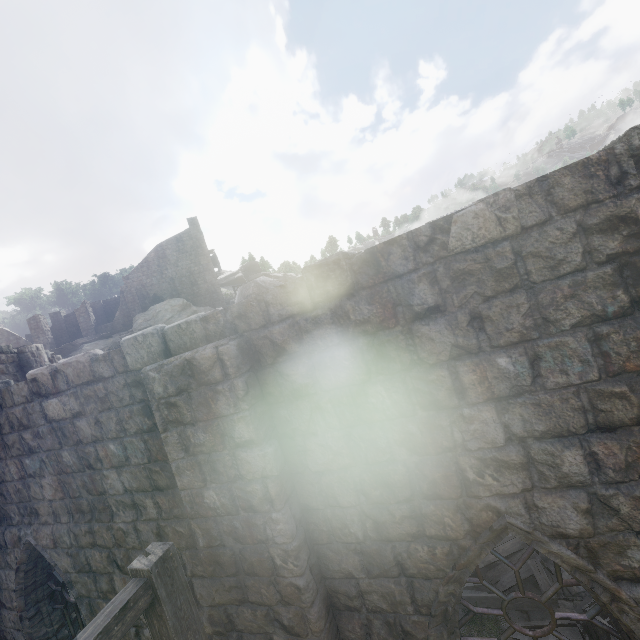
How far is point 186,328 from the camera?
3.61m

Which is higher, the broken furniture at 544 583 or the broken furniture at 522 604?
the broken furniture at 544 583

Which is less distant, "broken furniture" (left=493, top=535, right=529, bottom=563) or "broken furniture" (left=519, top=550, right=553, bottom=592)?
"broken furniture" (left=519, top=550, right=553, bottom=592)

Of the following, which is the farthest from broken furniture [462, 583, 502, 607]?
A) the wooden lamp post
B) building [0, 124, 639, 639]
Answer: the wooden lamp post

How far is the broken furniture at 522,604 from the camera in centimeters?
584cm

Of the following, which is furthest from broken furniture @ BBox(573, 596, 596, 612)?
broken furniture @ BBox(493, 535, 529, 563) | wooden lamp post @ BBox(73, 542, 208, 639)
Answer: wooden lamp post @ BBox(73, 542, 208, 639)

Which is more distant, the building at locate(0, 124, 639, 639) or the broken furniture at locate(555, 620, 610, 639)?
the broken furniture at locate(555, 620, 610, 639)

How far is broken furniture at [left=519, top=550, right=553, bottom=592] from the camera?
6.1m
